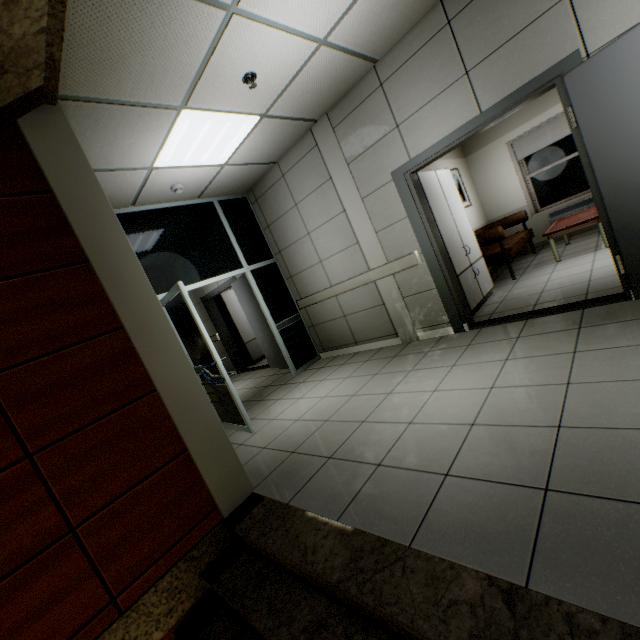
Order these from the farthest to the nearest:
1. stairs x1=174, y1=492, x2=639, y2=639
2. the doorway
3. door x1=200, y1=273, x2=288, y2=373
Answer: door x1=200, y1=273, x2=288, y2=373 → the doorway → stairs x1=174, y1=492, x2=639, y2=639

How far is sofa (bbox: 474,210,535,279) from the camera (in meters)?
5.37

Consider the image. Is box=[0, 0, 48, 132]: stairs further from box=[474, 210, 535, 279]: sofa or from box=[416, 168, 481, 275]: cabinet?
box=[474, 210, 535, 279]: sofa

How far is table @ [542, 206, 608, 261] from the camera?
4.9 meters

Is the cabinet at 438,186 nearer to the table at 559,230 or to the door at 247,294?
the table at 559,230

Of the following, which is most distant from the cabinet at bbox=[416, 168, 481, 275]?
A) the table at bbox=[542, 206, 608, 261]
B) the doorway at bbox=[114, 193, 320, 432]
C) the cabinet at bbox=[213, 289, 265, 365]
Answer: the cabinet at bbox=[213, 289, 265, 365]

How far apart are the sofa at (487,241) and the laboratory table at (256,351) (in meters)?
5.30

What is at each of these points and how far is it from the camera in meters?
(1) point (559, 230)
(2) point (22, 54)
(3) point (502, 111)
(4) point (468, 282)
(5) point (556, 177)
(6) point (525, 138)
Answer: (1) table, 5.2 m
(2) stairs, 1.7 m
(3) door, 3.1 m
(4) laboratory table, 4.6 m
(5) window, 6.9 m
(6) blinds, 6.9 m
